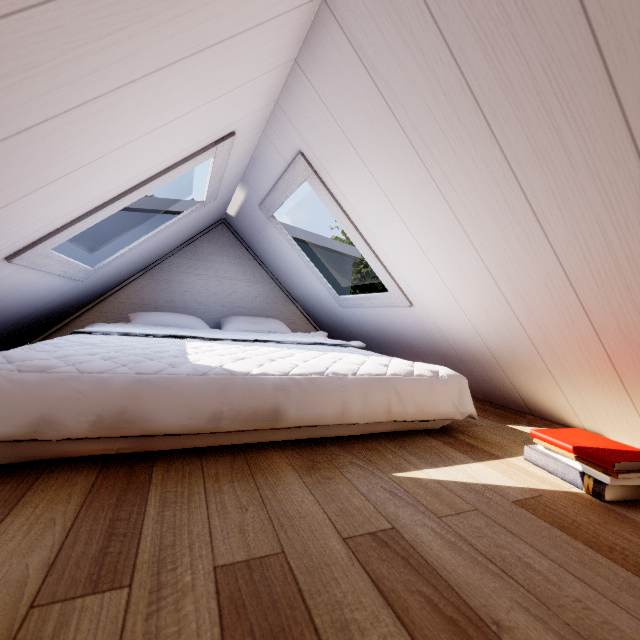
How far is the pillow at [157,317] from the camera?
2.3 meters

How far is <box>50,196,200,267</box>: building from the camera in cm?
258

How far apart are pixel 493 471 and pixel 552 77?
1.0 meters

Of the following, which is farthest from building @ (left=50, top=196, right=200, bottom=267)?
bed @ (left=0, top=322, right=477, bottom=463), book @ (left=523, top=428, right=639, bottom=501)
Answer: book @ (left=523, top=428, right=639, bottom=501)

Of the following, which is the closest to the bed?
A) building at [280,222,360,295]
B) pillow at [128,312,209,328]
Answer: pillow at [128,312,209,328]

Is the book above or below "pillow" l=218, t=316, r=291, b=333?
below

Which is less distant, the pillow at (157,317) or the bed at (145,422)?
the bed at (145,422)

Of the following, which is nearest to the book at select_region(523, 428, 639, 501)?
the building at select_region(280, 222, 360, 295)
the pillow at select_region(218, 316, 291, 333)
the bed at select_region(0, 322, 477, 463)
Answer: the bed at select_region(0, 322, 477, 463)
